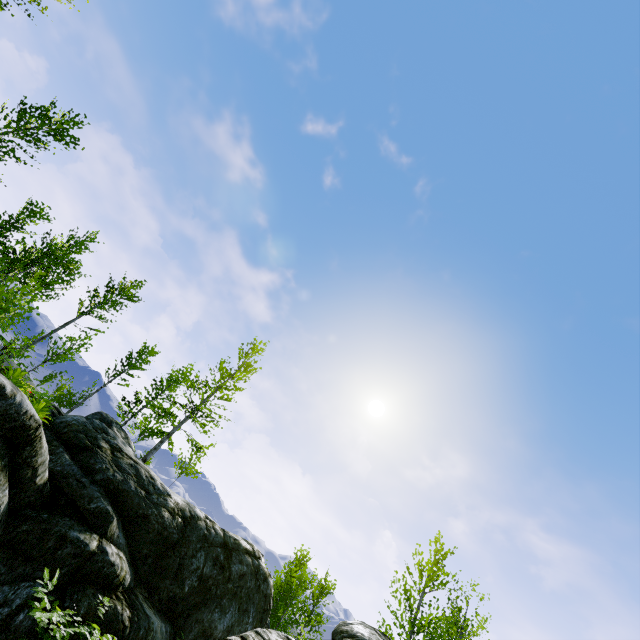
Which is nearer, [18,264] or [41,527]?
[41,527]

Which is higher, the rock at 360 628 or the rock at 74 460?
the rock at 360 628

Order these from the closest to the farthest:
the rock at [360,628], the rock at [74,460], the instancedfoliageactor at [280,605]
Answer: the rock at [360,628] < the rock at [74,460] < the instancedfoliageactor at [280,605]

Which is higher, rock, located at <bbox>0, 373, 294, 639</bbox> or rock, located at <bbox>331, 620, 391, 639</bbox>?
rock, located at <bbox>331, 620, 391, 639</bbox>

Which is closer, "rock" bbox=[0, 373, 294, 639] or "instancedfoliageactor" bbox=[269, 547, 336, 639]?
"rock" bbox=[0, 373, 294, 639]

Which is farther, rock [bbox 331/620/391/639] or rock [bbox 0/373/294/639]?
rock [bbox 0/373/294/639]

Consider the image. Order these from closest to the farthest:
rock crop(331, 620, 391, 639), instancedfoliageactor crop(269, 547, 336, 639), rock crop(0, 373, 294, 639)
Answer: rock crop(331, 620, 391, 639)
rock crop(0, 373, 294, 639)
instancedfoliageactor crop(269, 547, 336, 639)
